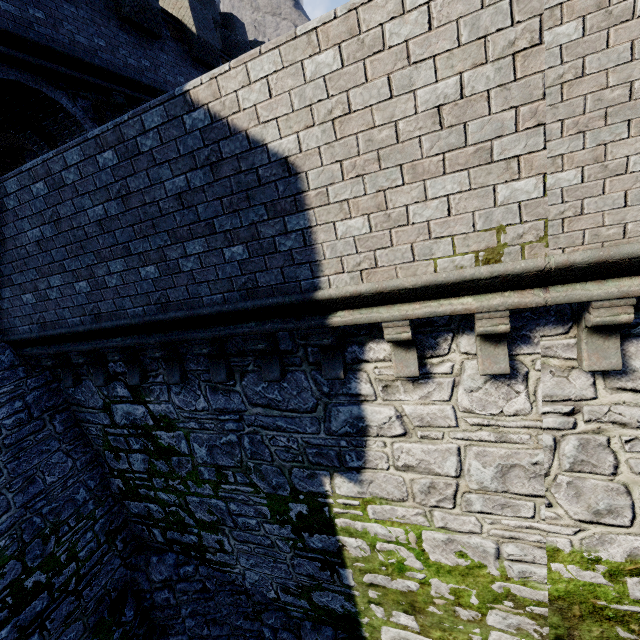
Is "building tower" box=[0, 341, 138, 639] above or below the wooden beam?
below

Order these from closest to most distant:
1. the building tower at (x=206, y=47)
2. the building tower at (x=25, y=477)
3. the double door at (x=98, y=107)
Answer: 1. the building tower at (x=25, y=477)
2. the building tower at (x=206, y=47)
3. the double door at (x=98, y=107)

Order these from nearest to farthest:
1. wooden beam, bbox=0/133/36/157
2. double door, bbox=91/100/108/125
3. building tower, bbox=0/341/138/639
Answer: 1. building tower, bbox=0/341/138/639
2. double door, bbox=91/100/108/125
3. wooden beam, bbox=0/133/36/157

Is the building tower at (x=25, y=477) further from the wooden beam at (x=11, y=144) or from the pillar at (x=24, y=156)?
the pillar at (x=24, y=156)

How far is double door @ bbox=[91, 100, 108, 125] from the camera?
8.58m

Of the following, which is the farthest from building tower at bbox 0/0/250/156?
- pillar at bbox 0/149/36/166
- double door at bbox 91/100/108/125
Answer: pillar at bbox 0/149/36/166

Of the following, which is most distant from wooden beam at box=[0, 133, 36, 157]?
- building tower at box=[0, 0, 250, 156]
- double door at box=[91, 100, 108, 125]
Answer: double door at box=[91, 100, 108, 125]

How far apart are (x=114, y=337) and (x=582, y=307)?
6.6m
